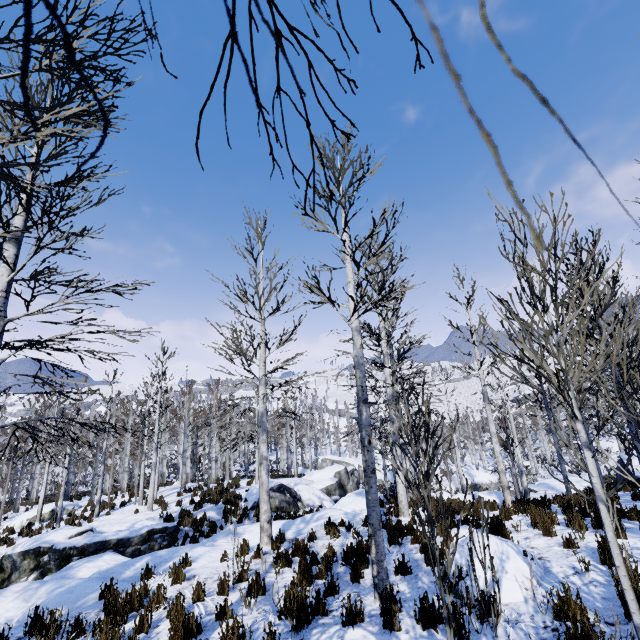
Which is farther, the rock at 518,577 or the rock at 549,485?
the rock at 549,485

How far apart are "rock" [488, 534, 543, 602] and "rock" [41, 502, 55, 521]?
24.8 meters

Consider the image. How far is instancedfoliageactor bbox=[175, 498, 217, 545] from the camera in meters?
12.4 m

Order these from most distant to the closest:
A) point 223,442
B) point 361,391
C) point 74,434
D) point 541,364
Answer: point 223,442, point 74,434, point 361,391, point 541,364

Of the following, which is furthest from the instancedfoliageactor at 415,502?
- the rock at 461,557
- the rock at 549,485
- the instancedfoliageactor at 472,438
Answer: the instancedfoliageactor at 472,438

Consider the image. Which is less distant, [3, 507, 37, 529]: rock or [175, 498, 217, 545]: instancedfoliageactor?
[175, 498, 217, 545]: instancedfoliageactor

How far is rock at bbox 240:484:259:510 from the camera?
15.8m
